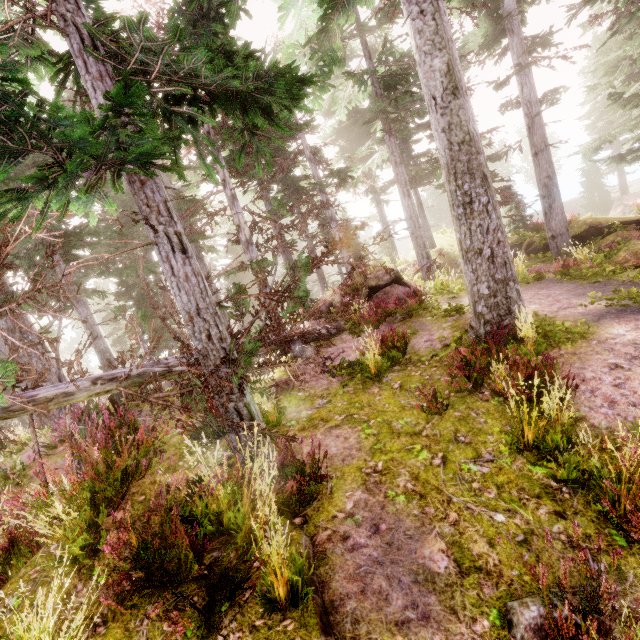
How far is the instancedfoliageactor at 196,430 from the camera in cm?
369

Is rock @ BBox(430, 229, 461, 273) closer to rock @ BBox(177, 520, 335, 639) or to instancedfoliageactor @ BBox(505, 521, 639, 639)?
instancedfoliageactor @ BBox(505, 521, 639, 639)

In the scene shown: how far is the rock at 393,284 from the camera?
13.1 meters

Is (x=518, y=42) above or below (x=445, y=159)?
above

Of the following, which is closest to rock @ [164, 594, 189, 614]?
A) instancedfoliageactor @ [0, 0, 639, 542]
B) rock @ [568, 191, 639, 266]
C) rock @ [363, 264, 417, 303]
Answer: instancedfoliageactor @ [0, 0, 639, 542]

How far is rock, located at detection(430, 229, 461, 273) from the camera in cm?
2310

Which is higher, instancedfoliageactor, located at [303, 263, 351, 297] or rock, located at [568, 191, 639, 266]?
instancedfoliageactor, located at [303, 263, 351, 297]
